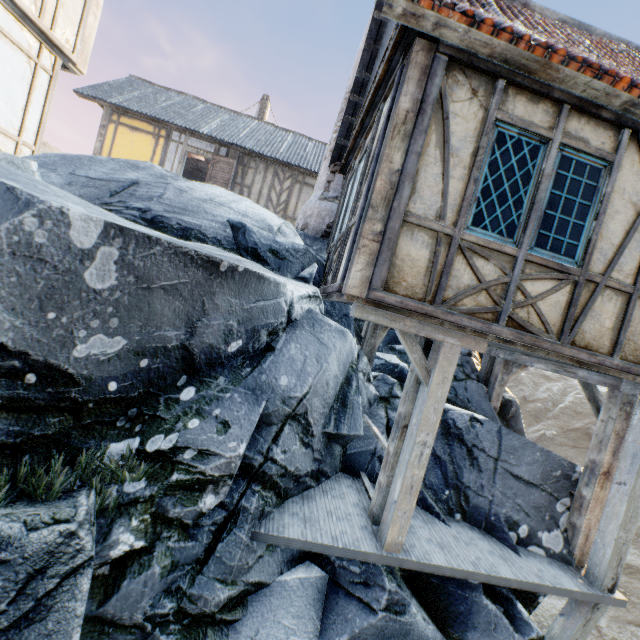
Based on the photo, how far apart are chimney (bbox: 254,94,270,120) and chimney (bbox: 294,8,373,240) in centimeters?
1385cm

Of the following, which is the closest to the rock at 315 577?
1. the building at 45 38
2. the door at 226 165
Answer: the building at 45 38

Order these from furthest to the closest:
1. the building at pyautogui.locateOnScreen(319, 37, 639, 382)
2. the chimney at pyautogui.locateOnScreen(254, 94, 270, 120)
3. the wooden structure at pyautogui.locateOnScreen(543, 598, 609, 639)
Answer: the chimney at pyautogui.locateOnScreen(254, 94, 270, 120)
the wooden structure at pyautogui.locateOnScreen(543, 598, 609, 639)
the building at pyautogui.locateOnScreen(319, 37, 639, 382)

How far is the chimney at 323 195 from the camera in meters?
7.5 m

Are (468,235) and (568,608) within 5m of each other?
no

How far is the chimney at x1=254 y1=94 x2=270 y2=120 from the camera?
20.66m

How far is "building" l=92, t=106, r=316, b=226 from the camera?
14.3m

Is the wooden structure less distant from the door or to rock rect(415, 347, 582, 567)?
rock rect(415, 347, 582, 567)
